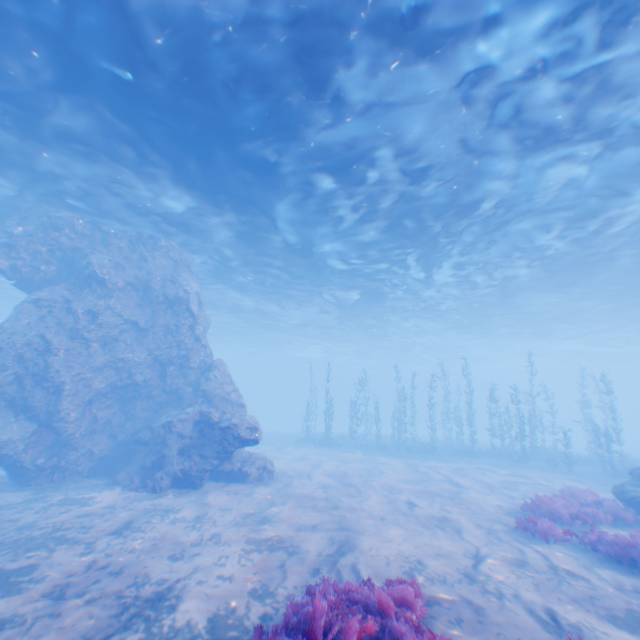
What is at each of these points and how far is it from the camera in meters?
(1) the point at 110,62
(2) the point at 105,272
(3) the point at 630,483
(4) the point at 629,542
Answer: (1) light, 9.2 m
(2) rock, 16.2 m
(3) rock, 12.0 m
(4) instancedfoliageactor, 8.0 m

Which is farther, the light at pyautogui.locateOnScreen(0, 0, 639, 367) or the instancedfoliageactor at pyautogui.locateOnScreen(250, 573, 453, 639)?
the light at pyautogui.locateOnScreen(0, 0, 639, 367)

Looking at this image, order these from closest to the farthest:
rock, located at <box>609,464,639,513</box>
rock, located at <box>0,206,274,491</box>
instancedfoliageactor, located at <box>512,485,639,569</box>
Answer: instancedfoliageactor, located at <box>512,485,639,569</box>, rock, located at <box>609,464,639,513</box>, rock, located at <box>0,206,274,491</box>

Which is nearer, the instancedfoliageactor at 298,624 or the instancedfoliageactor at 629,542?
the instancedfoliageactor at 298,624

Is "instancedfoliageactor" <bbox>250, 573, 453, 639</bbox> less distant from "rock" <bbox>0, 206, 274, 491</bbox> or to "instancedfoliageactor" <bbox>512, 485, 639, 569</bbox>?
"rock" <bbox>0, 206, 274, 491</bbox>

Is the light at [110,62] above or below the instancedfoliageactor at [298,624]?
above

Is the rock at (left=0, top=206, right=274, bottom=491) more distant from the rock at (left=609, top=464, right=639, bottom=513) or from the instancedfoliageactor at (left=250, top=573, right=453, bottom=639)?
the rock at (left=609, top=464, right=639, bottom=513)

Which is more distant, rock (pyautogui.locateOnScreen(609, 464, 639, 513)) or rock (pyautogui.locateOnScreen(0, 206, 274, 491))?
rock (pyautogui.locateOnScreen(0, 206, 274, 491))
